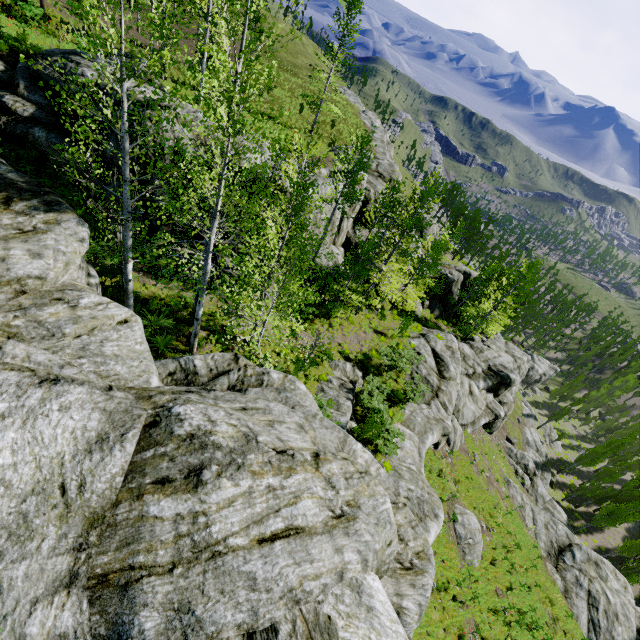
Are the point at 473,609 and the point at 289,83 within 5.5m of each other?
no

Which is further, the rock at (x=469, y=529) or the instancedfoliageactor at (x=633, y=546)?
the instancedfoliageactor at (x=633, y=546)

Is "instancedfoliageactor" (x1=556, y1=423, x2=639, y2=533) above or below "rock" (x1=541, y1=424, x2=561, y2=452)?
above

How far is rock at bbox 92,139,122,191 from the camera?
15.01m

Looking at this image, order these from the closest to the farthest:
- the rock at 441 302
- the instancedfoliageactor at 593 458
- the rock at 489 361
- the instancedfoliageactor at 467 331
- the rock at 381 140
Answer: the rock at 489 361 < the rock at 381 140 < the instancedfoliageactor at 467 331 < the instancedfoliageactor at 593 458 < the rock at 441 302

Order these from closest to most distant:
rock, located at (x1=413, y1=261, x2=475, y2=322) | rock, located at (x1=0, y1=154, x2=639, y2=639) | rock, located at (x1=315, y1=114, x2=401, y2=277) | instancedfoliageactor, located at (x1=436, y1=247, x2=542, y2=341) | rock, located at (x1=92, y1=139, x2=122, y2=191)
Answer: rock, located at (x1=0, y1=154, x2=639, y2=639), rock, located at (x1=92, y1=139, x2=122, y2=191), rock, located at (x1=315, y1=114, x2=401, y2=277), instancedfoliageactor, located at (x1=436, y1=247, x2=542, y2=341), rock, located at (x1=413, y1=261, x2=475, y2=322)

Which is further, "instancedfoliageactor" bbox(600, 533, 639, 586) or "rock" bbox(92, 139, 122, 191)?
"instancedfoliageactor" bbox(600, 533, 639, 586)
